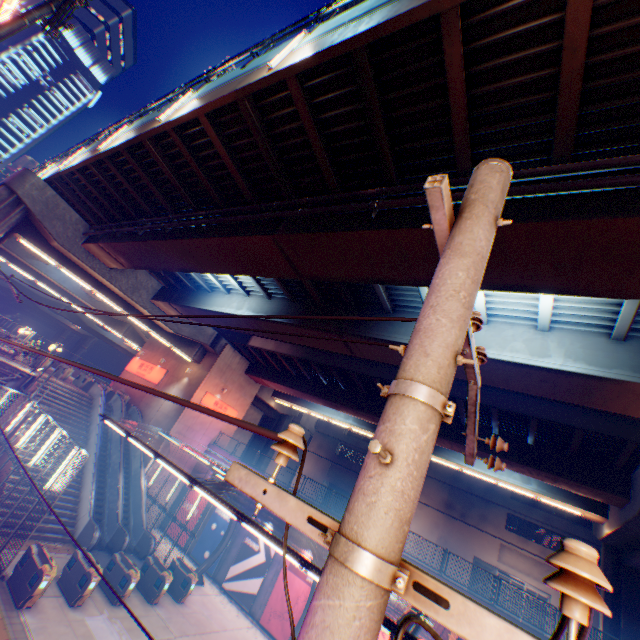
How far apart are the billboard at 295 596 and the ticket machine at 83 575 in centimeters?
1020cm

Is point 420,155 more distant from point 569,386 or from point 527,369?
point 569,386

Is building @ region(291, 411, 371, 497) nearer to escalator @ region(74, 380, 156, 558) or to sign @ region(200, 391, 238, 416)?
sign @ region(200, 391, 238, 416)

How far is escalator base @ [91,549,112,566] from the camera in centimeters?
1695cm

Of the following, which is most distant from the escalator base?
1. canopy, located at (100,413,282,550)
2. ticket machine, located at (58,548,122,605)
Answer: ticket machine, located at (58,548,122,605)

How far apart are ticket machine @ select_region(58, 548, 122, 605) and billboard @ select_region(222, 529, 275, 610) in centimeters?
991cm

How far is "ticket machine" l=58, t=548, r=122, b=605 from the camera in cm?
1313

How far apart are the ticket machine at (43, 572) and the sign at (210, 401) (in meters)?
14.17
